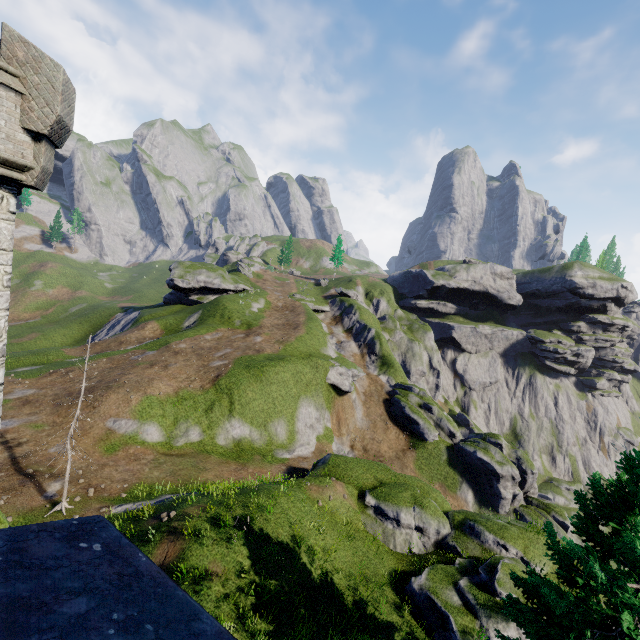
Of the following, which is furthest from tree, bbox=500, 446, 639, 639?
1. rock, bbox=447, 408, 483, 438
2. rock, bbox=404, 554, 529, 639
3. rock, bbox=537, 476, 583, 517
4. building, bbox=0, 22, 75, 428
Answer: rock, bbox=537, 476, 583, 517

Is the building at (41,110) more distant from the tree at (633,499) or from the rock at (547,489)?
the rock at (547,489)

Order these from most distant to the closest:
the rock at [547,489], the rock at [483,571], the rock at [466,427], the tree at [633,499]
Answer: the rock at [466,427]
the rock at [547,489]
the rock at [483,571]
the tree at [633,499]

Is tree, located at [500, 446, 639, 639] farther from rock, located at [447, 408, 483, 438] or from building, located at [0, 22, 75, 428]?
rock, located at [447, 408, 483, 438]

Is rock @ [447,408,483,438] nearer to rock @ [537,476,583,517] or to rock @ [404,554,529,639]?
rock @ [537,476,583,517]

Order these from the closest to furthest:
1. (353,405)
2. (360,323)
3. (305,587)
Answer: (305,587), (353,405), (360,323)

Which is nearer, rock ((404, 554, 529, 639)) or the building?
the building

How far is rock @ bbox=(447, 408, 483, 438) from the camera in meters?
52.8 m
